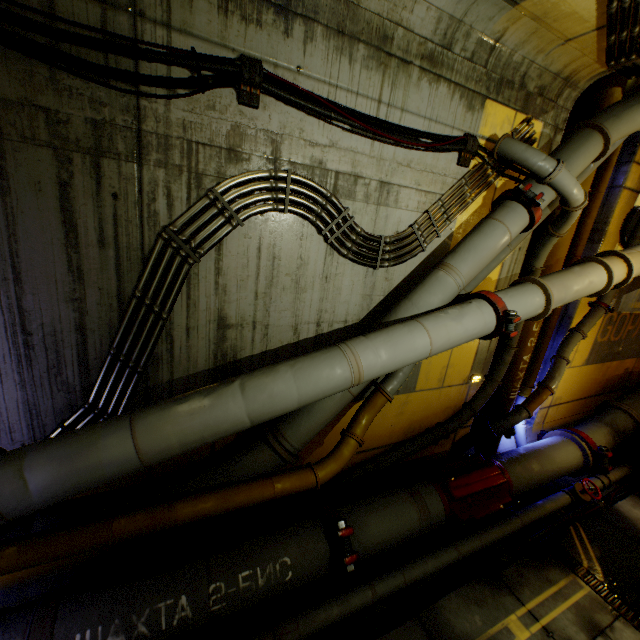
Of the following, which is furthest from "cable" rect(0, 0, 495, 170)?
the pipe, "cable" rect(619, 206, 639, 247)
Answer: "cable" rect(619, 206, 639, 247)

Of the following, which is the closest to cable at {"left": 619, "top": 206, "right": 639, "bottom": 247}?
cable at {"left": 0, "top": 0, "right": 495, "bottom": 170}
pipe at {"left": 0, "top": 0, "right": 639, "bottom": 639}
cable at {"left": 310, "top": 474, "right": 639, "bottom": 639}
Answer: pipe at {"left": 0, "top": 0, "right": 639, "bottom": 639}

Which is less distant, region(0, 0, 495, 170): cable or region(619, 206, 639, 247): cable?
region(0, 0, 495, 170): cable

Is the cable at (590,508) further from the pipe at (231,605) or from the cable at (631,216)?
the cable at (631,216)

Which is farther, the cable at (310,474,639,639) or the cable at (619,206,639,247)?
the cable at (619,206,639,247)

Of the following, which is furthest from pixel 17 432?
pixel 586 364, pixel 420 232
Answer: pixel 586 364

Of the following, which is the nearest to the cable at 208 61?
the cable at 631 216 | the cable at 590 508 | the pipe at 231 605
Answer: the pipe at 231 605
